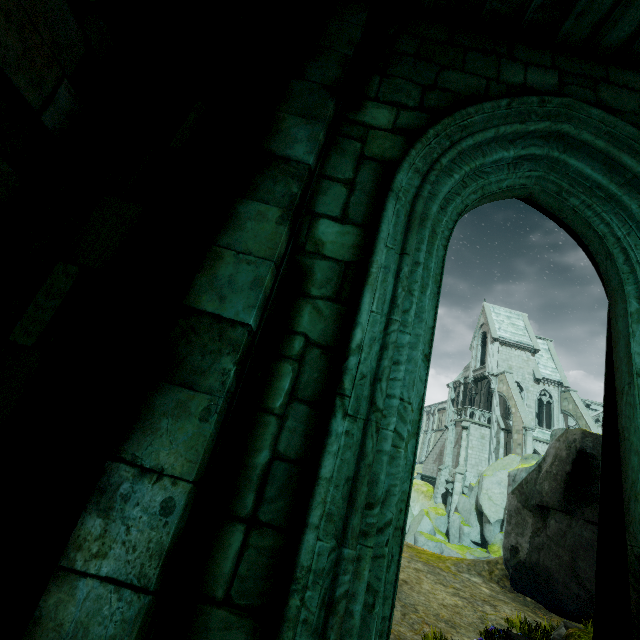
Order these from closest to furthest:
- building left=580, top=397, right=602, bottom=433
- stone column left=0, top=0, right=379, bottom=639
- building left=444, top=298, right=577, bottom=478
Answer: stone column left=0, top=0, right=379, bottom=639 → building left=444, top=298, right=577, bottom=478 → building left=580, top=397, right=602, bottom=433

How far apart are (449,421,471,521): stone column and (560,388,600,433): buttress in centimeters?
969cm

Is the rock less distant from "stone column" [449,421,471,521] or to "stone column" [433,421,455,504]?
"stone column" [449,421,471,521]

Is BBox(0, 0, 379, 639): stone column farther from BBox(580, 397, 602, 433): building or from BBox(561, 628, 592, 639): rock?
BBox(580, 397, 602, 433): building

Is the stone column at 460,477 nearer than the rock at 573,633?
No

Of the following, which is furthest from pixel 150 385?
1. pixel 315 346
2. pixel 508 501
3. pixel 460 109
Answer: pixel 508 501

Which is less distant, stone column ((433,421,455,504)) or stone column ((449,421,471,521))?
stone column ((449,421,471,521))

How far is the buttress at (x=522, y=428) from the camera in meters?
28.1 m
